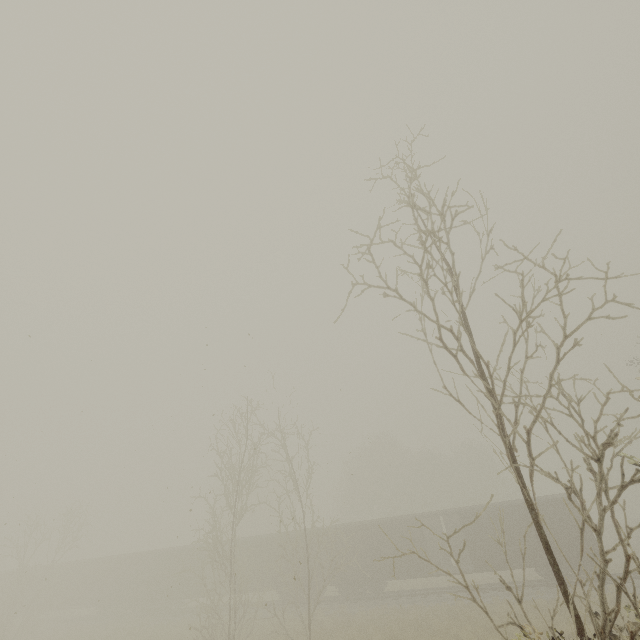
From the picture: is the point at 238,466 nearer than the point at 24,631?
Yes

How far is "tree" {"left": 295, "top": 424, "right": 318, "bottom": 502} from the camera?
17.41m

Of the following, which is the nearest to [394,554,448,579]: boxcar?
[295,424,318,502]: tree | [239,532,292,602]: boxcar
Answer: [239,532,292,602]: boxcar

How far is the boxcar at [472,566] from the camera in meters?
21.8

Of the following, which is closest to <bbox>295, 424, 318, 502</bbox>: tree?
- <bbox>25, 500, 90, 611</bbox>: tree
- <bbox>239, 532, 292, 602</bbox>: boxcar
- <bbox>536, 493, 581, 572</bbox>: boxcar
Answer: <bbox>536, 493, 581, 572</bbox>: boxcar

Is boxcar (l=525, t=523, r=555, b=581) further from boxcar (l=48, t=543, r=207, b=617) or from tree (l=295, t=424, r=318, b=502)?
tree (l=295, t=424, r=318, b=502)

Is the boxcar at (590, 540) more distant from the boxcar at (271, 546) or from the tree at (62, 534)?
the tree at (62, 534)

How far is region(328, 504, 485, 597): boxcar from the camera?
23.9m
